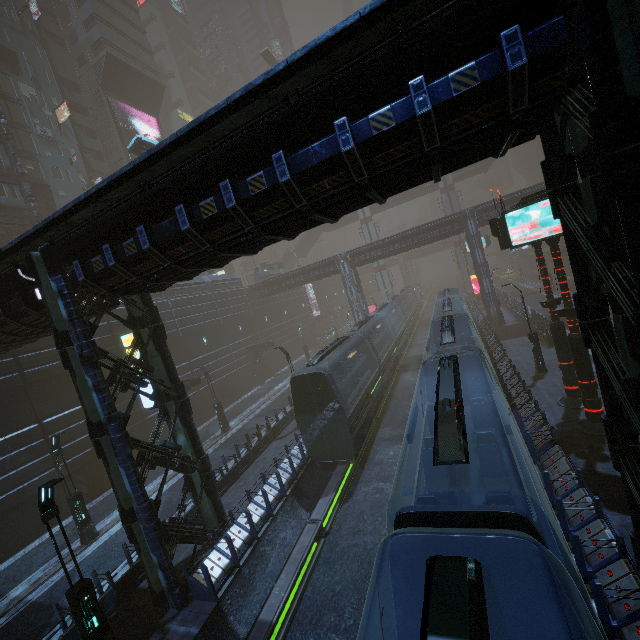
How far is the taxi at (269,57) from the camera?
52.4m

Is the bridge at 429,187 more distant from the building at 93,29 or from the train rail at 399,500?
the train rail at 399,500

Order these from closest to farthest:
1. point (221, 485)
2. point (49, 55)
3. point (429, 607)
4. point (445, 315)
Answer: point (429, 607) → point (221, 485) → point (445, 315) → point (49, 55)

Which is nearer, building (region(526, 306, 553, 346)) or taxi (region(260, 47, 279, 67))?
building (region(526, 306, 553, 346))

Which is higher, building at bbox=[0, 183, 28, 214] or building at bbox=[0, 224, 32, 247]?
A: building at bbox=[0, 183, 28, 214]

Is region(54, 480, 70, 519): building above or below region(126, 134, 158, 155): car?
below

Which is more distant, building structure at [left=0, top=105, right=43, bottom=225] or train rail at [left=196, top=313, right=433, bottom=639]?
building structure at [left=0, top=105, right=43, bottom=225]

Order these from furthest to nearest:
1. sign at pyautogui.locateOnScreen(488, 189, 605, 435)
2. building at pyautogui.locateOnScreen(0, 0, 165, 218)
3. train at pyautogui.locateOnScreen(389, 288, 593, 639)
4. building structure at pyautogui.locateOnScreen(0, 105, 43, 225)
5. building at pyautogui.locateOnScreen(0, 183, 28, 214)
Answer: building at pyautogui.locateOnScreen(0, 0, 165, 218) < building at pyautogui.locateOnScreen(0, 183, 28, 214) < building structure at pyautogui.locateOnScreen(0, 105, 43, 225) < sign at pyautogui.locateOnScreen(488, 189, 605, 435) < train at pyautogui.locateOnScreen(389, 288, 593, 639)
